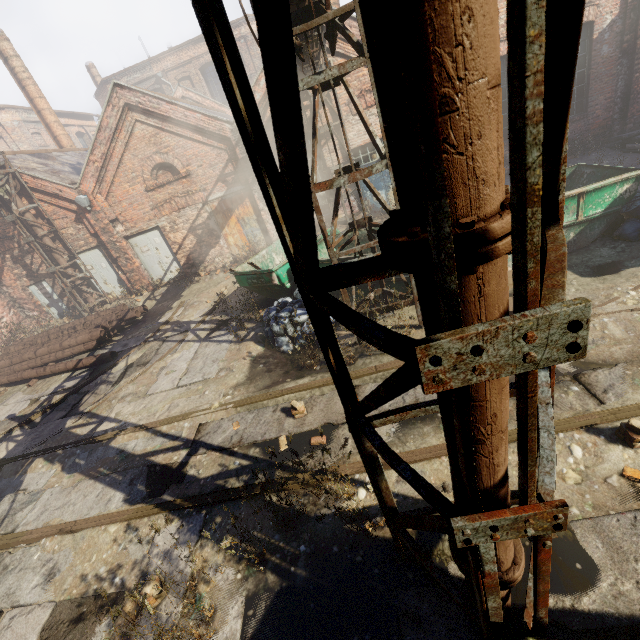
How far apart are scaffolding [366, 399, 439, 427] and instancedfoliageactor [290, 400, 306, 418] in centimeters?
126cm

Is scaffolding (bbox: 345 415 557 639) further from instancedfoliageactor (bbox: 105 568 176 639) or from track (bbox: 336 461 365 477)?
instancedfoliageactor (bbox: 105 568 176 639)

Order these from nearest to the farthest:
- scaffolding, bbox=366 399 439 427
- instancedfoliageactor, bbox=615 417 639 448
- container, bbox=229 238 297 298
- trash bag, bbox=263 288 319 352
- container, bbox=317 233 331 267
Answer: scaffolding, bbox=366 399 439 427
instancedfoliageactor, bbox=615 417 639 448
trash bag, bbox=263 288 319 352
container, bbox=317 233 331 267
container, bbox=229 238 297 298

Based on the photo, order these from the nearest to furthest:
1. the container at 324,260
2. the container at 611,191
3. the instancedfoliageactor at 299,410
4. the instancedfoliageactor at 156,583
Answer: the instancedfoliageactor at 156,583
the instancedfoliageactor at 299,410
the container at 611,191
the container at 324,260

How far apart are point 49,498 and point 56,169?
15.0 meters

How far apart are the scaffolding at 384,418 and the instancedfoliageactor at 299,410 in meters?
1.3

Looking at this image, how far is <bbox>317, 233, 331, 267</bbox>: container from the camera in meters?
7.8

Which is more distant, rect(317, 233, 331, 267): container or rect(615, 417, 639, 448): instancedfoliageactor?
rect(317, 233, 331, 267): container
